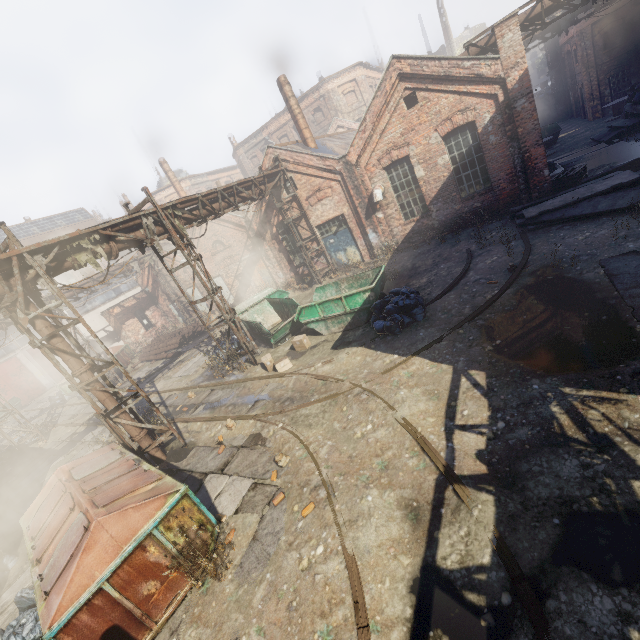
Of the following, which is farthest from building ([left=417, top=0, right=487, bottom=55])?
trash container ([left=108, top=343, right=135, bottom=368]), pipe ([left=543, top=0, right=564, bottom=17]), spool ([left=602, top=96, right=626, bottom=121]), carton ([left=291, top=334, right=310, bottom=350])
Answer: trash container ([left=108, top=343, right=135, bottom=368])

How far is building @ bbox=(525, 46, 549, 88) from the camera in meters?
46.3

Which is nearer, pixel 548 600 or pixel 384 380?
pixel 548 600

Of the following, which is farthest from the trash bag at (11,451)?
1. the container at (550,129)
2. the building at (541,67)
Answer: the building at (541,67)

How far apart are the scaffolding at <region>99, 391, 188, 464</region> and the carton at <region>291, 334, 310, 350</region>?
4.6m

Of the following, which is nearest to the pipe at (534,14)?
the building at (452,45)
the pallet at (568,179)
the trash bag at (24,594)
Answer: the pallet at (568,179)

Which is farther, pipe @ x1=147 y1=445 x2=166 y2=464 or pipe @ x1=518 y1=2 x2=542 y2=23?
pipe @ x1=518 y1=2 x2=542 y2=23

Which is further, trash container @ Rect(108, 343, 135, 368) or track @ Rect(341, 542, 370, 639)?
trash container @ Rect(108, 343, 135, 368)
